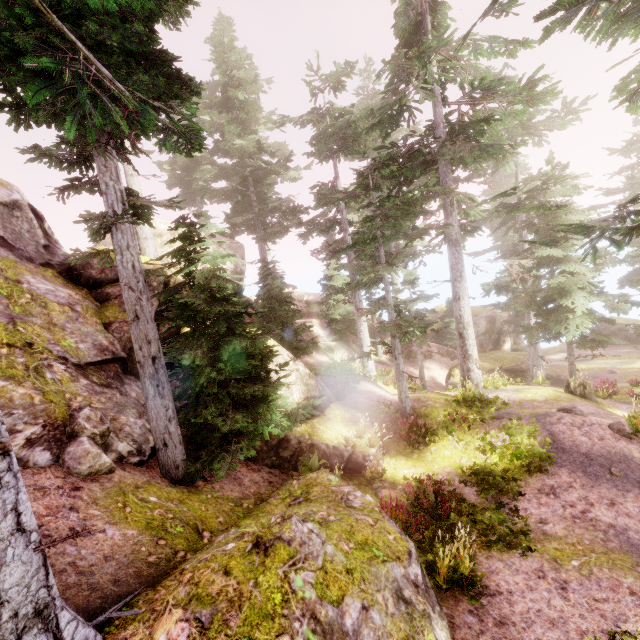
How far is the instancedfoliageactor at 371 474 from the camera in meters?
9.9

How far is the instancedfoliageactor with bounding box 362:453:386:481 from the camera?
9.88m

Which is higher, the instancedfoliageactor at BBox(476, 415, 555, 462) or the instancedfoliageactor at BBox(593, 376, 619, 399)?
the instancedfoliageactor at BBox(476, 415, 555, 462)

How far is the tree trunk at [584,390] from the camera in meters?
15.3

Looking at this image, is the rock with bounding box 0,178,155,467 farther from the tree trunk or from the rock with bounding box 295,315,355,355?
the tree trunk

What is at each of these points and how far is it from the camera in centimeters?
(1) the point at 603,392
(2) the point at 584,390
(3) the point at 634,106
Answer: (1) instancedfoliageactor, 1694cm
(2) tree trunk, 1535cm
(3) instancedfoliageactor, 1101cm

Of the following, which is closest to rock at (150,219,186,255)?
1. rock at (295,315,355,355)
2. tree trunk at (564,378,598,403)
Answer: rock at (295,315,355,355)

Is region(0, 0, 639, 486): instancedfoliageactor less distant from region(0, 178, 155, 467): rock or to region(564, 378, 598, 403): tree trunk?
region(0, 178, 155, 467): rock
